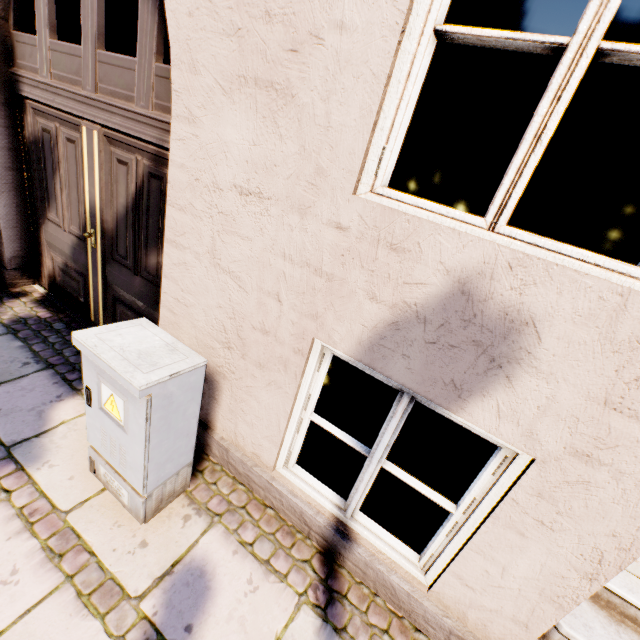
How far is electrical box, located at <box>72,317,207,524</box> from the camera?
1.5m

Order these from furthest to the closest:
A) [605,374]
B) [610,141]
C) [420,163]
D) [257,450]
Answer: [420,163] → [610,141] → [257,450] → [605,374]

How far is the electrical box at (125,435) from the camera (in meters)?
1.51
